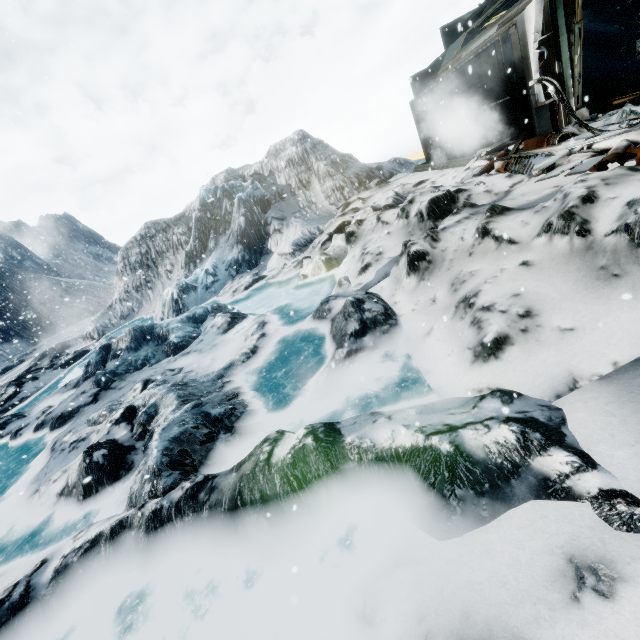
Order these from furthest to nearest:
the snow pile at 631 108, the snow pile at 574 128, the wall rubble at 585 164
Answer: the snow pile at 574 128, the snow pile at 631 108, the wall rubble at 585 164

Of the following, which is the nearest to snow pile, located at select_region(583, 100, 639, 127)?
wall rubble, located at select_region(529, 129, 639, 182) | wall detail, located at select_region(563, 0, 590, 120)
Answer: wall detail, located at select_region(563, 0, 590, 120)

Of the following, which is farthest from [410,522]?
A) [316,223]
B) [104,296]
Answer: [104,296]

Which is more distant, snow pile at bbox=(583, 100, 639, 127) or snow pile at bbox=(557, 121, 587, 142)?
snow pile at bbox=(557, 121, 587, 142)

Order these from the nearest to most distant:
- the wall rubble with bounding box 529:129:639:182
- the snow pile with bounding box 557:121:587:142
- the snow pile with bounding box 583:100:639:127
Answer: the wall rubble with bounding box 529:129:639:182 < the snow pile with bounding box 583:100:639:127 < the snow pile with bounding box 557:121:587:142

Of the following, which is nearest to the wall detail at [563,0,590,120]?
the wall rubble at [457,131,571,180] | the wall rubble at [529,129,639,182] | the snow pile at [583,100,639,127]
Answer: the snow pile at [583,100,639,127]

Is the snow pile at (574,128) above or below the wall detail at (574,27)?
below

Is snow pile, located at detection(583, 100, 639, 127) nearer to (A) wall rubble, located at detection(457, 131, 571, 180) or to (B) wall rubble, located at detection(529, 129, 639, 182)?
(A) wall rubble, located at detection(457, 131, 571, 180)
